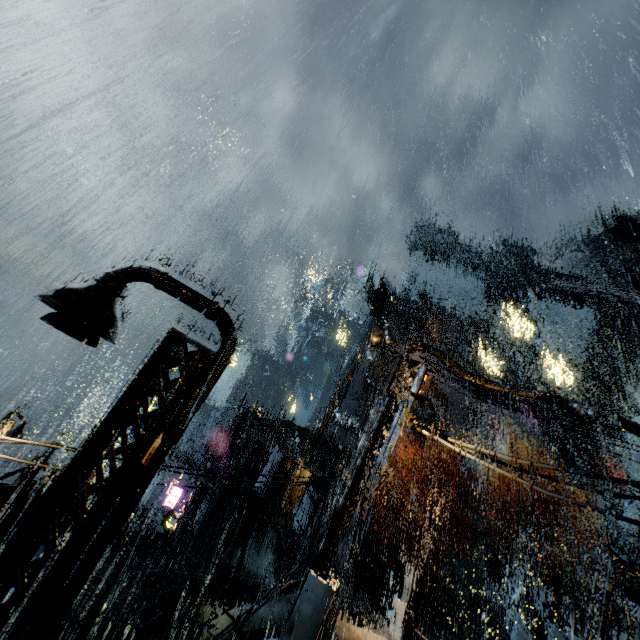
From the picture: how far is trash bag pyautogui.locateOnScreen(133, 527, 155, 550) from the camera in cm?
1688

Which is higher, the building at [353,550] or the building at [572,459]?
the building at [572,459]

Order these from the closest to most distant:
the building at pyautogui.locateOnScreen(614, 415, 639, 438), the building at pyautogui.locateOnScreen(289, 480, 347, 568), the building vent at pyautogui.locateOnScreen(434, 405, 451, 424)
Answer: the building at pyautogui.locateOnScreen(614, 415, 639, 438) → the building at pyautogui.locateOnScreen(289, 480, 347, 568) → the building vent at pyautogui.locateOnScreen(434, 405, 451, 424)

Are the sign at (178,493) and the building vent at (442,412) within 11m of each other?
no

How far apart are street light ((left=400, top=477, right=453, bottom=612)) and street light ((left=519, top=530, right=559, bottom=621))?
14.2 meters

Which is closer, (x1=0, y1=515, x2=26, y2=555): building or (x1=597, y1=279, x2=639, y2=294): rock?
(x1=0, y1=515, x2=26, y2=555): building

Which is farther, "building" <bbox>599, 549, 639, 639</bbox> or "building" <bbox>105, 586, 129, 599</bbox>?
"building" <bbox>599, 549, 639, 639</bbox>

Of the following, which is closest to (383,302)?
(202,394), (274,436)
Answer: (274,436)
